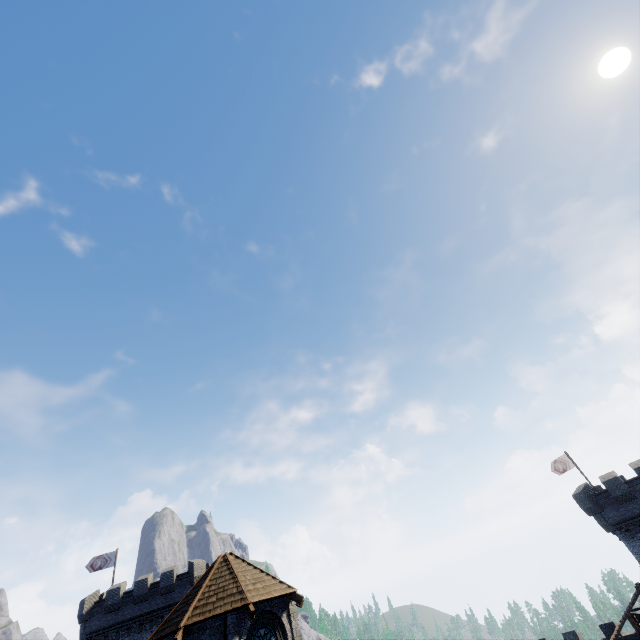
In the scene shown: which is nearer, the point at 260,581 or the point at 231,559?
the point at 260,581

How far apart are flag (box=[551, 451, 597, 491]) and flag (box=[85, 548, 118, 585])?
48.97m

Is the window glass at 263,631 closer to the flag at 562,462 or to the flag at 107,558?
the flag at 107,558

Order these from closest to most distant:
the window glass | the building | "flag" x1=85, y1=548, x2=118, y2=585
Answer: the window glass
the building
"flag" x1=85, y1=548, x2=118, y2=585

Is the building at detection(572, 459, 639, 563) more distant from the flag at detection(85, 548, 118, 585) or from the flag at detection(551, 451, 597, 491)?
the flag at detection(85, 548, 118, 585)

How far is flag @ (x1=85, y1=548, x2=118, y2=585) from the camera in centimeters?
3422cm

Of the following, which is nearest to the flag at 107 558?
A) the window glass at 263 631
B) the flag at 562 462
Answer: the window glass at 263 631

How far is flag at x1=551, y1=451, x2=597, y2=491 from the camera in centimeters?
3341cm
